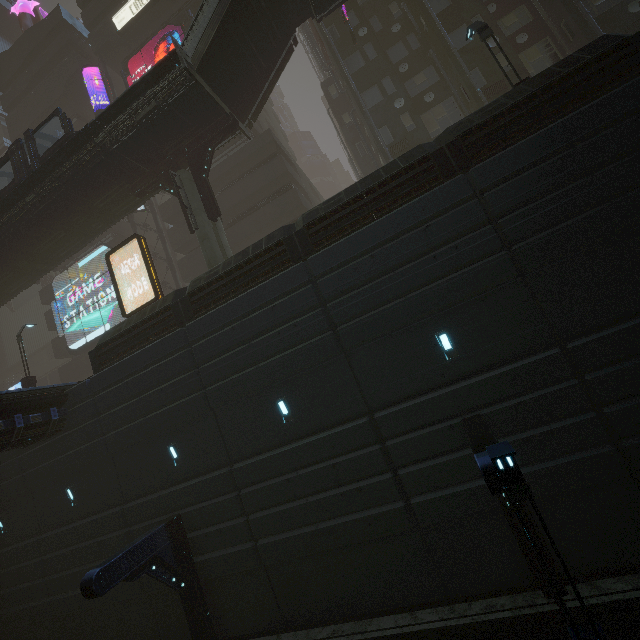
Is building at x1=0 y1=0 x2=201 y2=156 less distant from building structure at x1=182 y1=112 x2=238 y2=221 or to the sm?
the sm

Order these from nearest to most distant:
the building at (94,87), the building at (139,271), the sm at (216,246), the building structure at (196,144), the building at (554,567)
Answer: the building at (554,567) < the sm at (216,246) < the building structure at (196,144) < the building at (139,271) < the building at (94,87)

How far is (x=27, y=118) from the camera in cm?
3512

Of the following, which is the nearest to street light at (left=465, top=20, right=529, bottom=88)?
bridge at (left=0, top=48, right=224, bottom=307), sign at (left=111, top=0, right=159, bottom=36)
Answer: bridge at (left=0, top=48, right=224, bottom=307)

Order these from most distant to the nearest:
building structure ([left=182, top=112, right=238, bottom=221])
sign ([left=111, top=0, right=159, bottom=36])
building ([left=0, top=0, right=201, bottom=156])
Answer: building ([left=0, top=0, right=201, bottom=156]) < sign ([left=111, top=0, right=159, bottom=36]) < building structure ([left=182, top=112, right=238, bottom=221])

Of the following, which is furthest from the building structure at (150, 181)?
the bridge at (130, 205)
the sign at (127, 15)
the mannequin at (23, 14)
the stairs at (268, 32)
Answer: the mannequin at (23, 14)

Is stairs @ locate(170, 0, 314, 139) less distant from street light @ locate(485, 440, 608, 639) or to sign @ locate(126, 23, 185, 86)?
sign @ locate(126, 23, 185, 86)

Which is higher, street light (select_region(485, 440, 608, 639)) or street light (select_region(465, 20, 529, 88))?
street light (select_region(465, 20, 529, 88))
